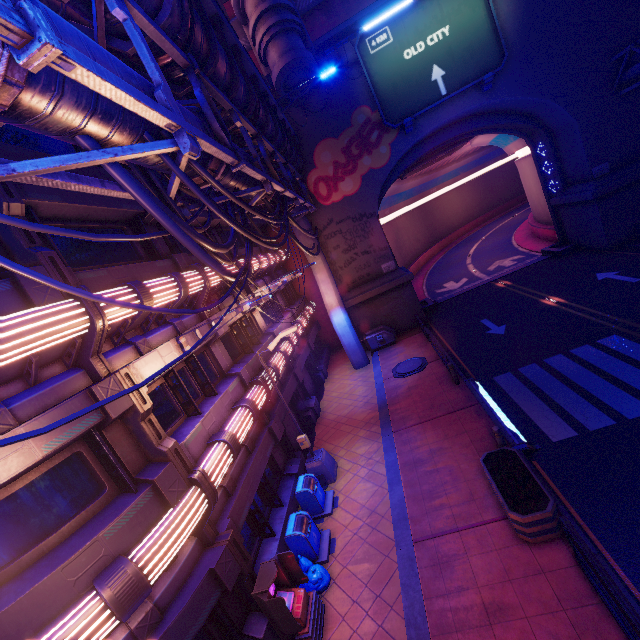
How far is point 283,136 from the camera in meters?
15.5 m

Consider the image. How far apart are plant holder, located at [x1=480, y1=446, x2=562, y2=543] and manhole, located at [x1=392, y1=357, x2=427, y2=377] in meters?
8.0

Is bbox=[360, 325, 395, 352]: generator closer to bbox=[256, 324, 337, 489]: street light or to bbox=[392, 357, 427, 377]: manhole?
bbox=[392, 357, 427, 377]: manhole

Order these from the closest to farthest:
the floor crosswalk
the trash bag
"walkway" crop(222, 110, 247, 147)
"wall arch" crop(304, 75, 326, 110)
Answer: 1. the trash bag
2. the floor crosswalk
3. "walkway" crop(222, 110, 247, 147)
4. "wall arch" crop(304, 75, 326, 110)

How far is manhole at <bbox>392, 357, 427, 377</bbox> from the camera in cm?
1745

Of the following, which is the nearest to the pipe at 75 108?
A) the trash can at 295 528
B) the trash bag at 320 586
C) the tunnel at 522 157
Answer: the tunnel at 522 157

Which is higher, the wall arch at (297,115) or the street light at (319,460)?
the wall arch at (297,115)

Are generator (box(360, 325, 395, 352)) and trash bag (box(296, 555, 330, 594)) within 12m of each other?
no
